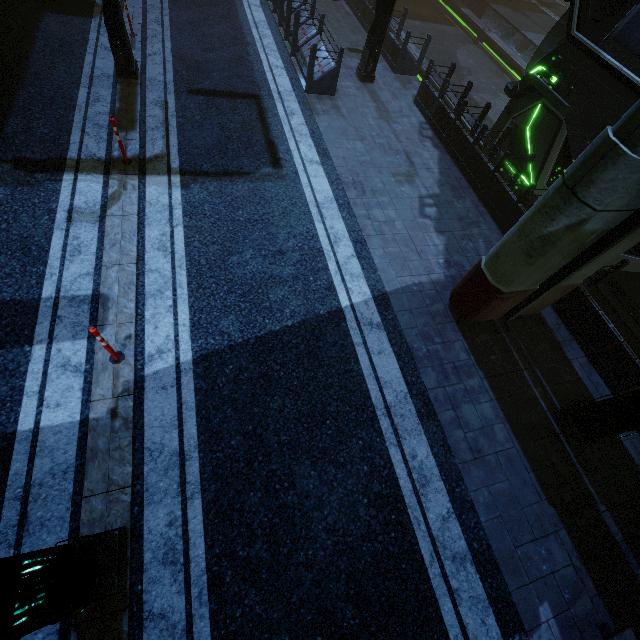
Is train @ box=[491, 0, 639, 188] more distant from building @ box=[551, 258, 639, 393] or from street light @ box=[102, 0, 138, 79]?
street light @ box=[102, 0, 138, 79]

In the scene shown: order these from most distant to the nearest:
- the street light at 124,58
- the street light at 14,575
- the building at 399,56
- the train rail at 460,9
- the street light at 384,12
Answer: the train rail at 460,9 → the building at 399,56 → the street light at 384,12 → the street light at 124,58 → the street light at 14,575

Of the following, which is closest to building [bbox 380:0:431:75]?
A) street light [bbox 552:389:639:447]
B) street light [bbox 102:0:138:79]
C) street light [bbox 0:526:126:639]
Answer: street light [bbox 552:389:639:447]

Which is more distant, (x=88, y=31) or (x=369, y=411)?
(x=88, y=31)

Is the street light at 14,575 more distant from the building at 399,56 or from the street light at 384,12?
the street light at 384,12

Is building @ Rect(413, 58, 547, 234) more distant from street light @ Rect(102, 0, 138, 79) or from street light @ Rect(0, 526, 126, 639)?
street light @ Rect(102, 0, 138, 79)

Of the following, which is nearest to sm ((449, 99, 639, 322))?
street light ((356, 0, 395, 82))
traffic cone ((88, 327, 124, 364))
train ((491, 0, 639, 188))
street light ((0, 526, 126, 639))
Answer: train ((491, 0, 639, 188))

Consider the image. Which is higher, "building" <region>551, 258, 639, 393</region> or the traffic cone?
"building" <region>551, 258, 639, 393</region>
